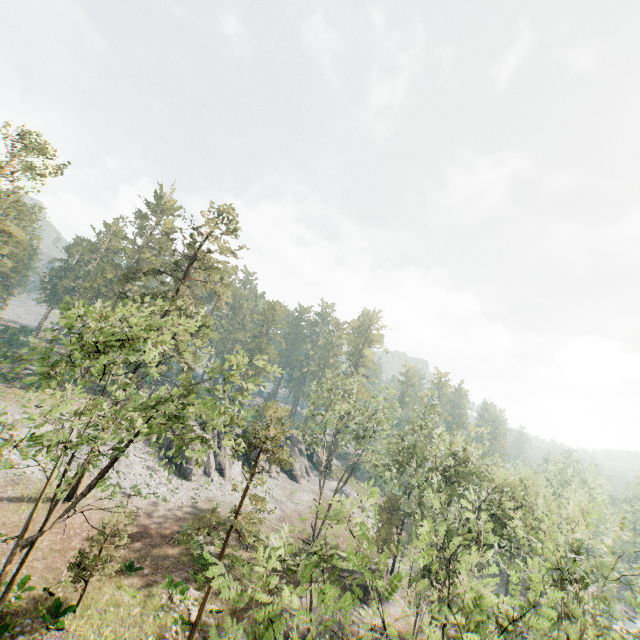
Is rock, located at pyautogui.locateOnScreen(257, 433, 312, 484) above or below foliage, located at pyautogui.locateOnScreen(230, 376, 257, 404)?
below

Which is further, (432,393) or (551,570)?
(551,570)

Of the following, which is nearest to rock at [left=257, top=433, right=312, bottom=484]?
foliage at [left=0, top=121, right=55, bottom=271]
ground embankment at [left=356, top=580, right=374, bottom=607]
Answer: foliage at [left=0, top=121, right=55, bottom=271]

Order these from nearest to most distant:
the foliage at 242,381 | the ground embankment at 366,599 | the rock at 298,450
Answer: the foliage at 242,381, the ground embankment at 366,599, the rock at 298,450

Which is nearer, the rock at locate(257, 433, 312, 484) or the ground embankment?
the ground embankment

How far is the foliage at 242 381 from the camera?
15.26m
